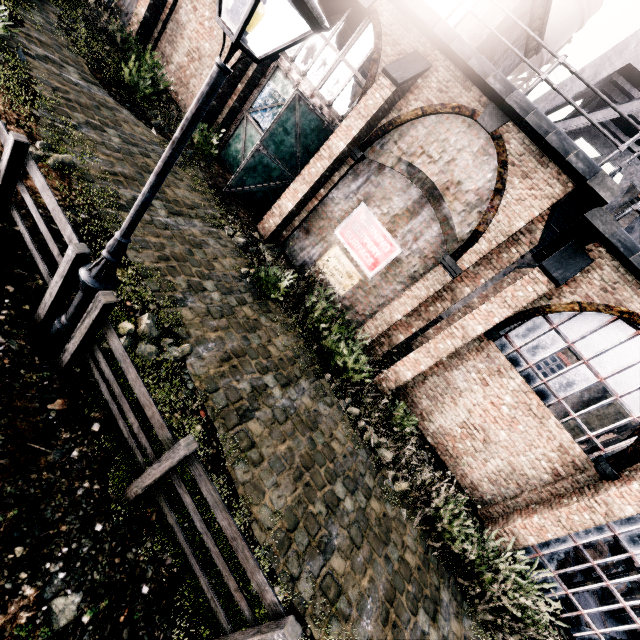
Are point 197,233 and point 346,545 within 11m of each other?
yes

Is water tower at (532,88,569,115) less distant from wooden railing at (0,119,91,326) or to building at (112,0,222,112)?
building at (112,0,222,112)

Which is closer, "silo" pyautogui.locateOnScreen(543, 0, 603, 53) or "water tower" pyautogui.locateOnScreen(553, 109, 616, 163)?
"water tower" pyautogui.locateOnScreen(553, 109, 616, 163)

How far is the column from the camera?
18.6 meters

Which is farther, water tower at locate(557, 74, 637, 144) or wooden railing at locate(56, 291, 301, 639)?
water tower at locate(557, 74, 637, 144)

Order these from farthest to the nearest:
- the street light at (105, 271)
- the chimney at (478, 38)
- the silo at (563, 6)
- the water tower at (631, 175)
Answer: the silo at (563, 6), the water tower at (631, 175), the chimney at (478, 38), the street light at (105, 271)

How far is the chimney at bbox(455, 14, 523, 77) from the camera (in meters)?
11.94

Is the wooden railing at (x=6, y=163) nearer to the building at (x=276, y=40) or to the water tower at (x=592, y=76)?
the building at (x=276, y=40)
